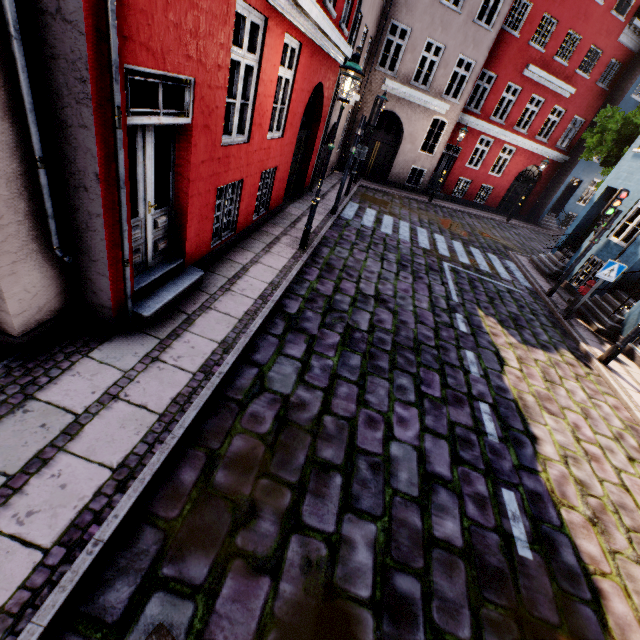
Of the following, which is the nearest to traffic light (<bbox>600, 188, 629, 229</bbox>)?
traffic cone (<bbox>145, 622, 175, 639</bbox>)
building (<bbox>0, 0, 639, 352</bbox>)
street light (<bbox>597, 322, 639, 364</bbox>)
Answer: building (<bbox>0, 0, 639, 352</bbox>)

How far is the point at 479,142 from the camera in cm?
2831

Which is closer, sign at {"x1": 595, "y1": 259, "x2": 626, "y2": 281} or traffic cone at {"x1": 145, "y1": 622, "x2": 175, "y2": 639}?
traffic cone at {"x1": 145, "y1": 622, "x2": 175, "y2": 639}

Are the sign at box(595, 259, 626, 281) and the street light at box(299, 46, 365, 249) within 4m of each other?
no

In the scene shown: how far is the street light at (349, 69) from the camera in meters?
5.8

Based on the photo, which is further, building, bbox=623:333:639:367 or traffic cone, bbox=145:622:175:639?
building, bbox=623:333:639:367

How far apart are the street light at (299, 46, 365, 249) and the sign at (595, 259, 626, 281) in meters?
7.7

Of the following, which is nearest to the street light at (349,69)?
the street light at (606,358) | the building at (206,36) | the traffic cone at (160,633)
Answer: the building at (206,36)
